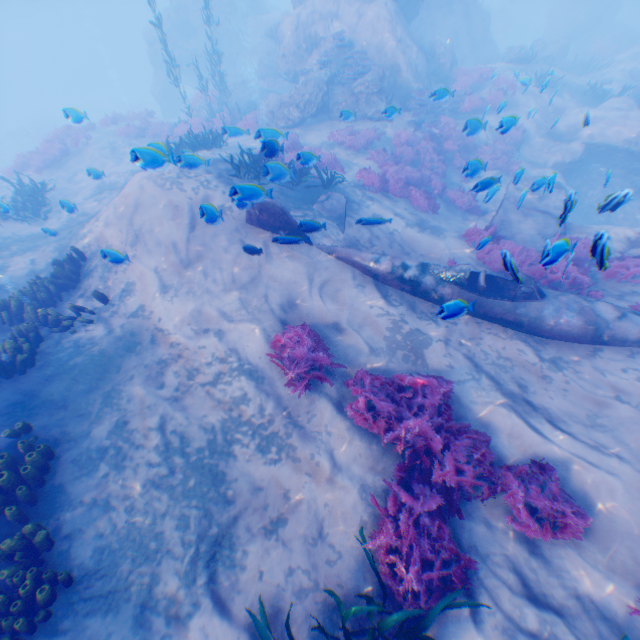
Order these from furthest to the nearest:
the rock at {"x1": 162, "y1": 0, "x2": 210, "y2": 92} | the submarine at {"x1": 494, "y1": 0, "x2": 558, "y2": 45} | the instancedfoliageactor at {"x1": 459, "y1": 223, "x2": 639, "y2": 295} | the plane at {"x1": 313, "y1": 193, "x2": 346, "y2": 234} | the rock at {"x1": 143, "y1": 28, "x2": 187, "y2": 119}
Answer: the submarine at {"x1": 494, "y1": 0, "x2": 558, "y2": 45} → the rock at {"x1": 143, "y1": 28, "x2": 187, "y2": 119} → the rock at {"x1": 162, "y1": 0, "x2": 210, "y2": 92} → the plane at {"x1": 313, "y1": 193, "x2": 346, "y2": 234} → the instancedfoliageactor at {"x1": 459, "y1": 223, "x2": 639, "y2": 295}

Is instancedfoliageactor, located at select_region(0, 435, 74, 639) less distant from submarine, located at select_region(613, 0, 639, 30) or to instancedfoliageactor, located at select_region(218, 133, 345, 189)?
instancedfoliageactor, located at select_region(218, 133, 345, 189)

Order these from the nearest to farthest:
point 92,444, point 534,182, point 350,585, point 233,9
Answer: point 350,585
point 92,444
point 534,182
point 233,9

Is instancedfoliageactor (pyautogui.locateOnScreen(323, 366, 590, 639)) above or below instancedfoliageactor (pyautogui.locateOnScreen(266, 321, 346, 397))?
below

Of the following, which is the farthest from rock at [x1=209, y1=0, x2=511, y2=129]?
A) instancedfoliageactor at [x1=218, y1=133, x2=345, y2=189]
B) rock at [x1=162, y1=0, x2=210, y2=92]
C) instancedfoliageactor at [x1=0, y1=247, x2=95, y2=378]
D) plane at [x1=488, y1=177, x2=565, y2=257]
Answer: instancedfoliageactor at [x1=0, y1=247, x2=95, y2=378]

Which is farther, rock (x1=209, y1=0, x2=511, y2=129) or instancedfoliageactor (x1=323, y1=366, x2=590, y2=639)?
rock (x1=209, y1=0, x2=511, y2=129)

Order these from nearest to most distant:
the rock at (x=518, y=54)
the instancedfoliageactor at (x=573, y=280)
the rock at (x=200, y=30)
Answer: the instancedfoliageactor at (x=573, y=280) → the rock at (x=518, y=54) → the rock at (x=200, y=30)

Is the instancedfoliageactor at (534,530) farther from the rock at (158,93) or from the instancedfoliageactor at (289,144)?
the rock at (158,93)
